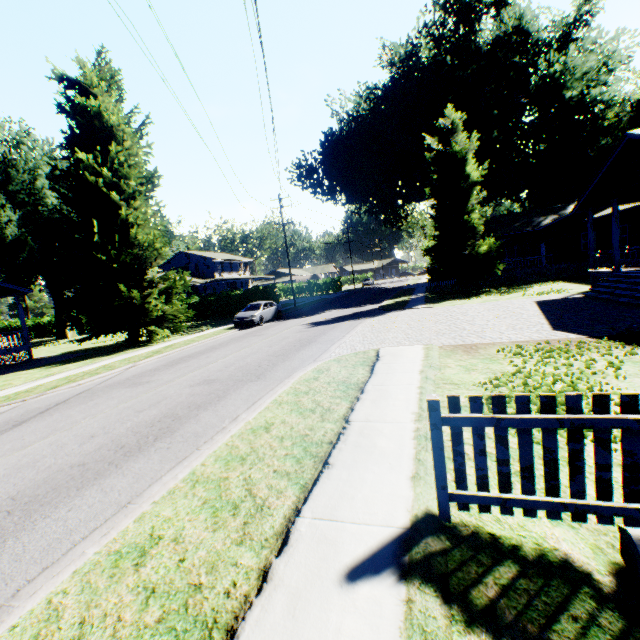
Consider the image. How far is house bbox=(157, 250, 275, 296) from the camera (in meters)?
45.44

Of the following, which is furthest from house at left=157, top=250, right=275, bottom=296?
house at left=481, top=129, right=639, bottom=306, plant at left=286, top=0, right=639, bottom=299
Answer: house at left=481, top=129, right=639, bottom=306

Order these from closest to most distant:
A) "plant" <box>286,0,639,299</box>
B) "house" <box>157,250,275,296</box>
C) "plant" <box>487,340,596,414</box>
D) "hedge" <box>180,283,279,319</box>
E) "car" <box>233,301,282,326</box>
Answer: "plant" <box>487,340,596,414</box> → "car" <box>233,301,282,326</box> → "plant" <box>286,0,639,299</box> → "hedge" <box>180,283,279,319</box> → "house" <box>157,250,275,296</box>

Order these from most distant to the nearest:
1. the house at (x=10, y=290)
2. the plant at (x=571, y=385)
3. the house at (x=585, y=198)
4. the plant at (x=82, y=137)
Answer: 1. the house at (x=10, y=290)
2. the plant at (x=82, y=137)
3. the house at (x=585, y=198)
4. the plant at (x=571, y=385)

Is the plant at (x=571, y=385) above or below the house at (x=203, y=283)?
below

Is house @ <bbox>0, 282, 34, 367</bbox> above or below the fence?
above

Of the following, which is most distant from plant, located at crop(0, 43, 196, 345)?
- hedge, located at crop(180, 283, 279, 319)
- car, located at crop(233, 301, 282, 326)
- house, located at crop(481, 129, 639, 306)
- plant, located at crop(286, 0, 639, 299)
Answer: house, located at crop(481, 129, 639, 306)

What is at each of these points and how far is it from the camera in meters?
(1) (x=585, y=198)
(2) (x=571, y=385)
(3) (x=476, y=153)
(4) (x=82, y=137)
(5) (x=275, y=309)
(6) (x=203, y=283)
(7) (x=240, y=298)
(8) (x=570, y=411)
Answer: (1) house, 16.8 m
(2) plant, 5.9 m
(3) plant, 38.6 m
(4) plant, 19.4 m
(5) car, 24.9 m
(6) house, 44.4 m
(7) hedge, 35.3 m
(8) fence, 2.8 m
